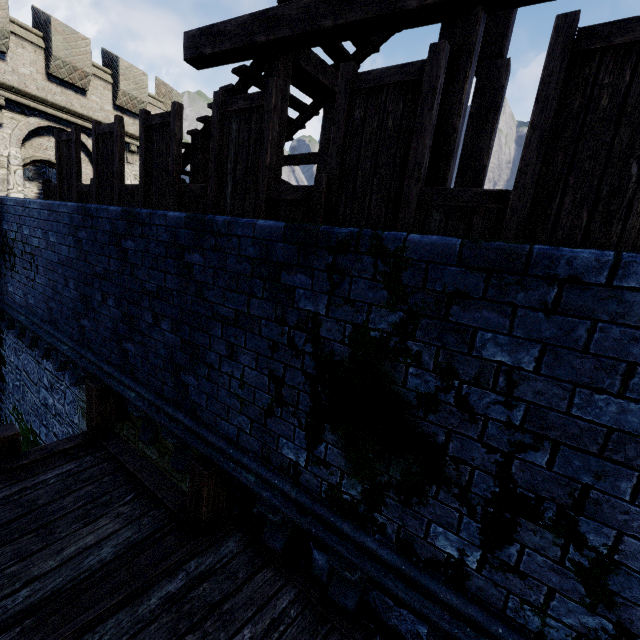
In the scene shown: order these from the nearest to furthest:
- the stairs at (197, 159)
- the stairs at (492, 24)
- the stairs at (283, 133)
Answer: the stairs at (492, 24) → the stairs at (283, 133) → the stairs at (197, 159)

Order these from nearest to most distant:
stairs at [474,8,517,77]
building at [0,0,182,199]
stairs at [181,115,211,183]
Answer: stairs at [474,8,517,77] → stairs at [181,115,211,183] → building at [0,0,182,199]

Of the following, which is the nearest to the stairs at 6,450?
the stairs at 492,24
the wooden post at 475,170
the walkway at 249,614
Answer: the walkway at 249,614

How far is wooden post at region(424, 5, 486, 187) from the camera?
3.2 meters

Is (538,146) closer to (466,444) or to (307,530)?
(466,444)

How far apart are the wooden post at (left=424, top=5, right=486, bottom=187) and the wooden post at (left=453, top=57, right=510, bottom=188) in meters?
1.1

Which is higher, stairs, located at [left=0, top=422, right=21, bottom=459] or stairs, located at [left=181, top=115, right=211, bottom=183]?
stairs, located at [left=181, top=115, right=211, bottom=183]

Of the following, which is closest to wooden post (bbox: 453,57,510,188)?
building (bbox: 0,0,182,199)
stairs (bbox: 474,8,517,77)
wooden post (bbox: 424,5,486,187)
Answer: stairs (bbox: 474,8,517,77)
